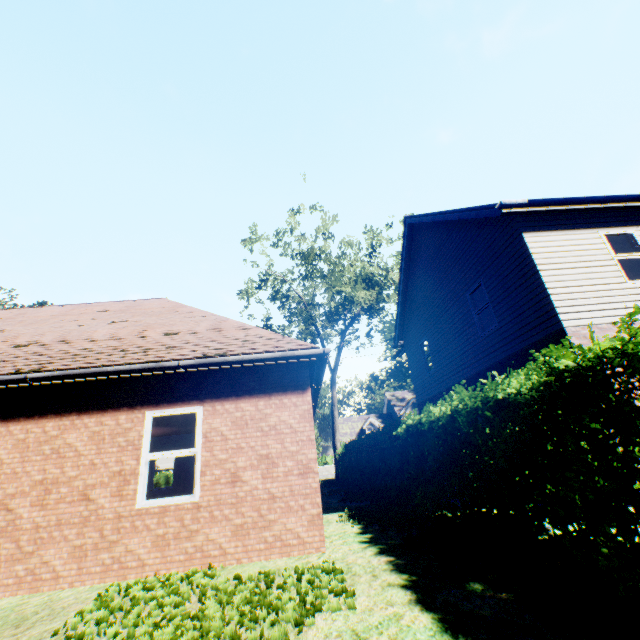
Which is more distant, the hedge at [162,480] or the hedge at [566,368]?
the hedge at [162,480]

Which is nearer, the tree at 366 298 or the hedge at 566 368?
the hedge at 566 368

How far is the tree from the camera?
21.2m

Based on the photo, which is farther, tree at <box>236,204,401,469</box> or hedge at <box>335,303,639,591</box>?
tree at <box>236,204,401,469</box>

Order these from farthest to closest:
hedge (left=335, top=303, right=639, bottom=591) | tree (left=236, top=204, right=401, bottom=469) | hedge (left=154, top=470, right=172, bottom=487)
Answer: hedge (left=154, top=470, right=172, bottom=487) < tree (left=236, top=204, right=401, bottom=469) < hedge (left=335, top=303, right=639, bottom=591)

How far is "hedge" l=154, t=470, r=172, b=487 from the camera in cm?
2209

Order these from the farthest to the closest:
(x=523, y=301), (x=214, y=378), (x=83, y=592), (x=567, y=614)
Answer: (x=523, y=301), (x=214, y=378), (x=83, y=592), (x=567, y=614)
